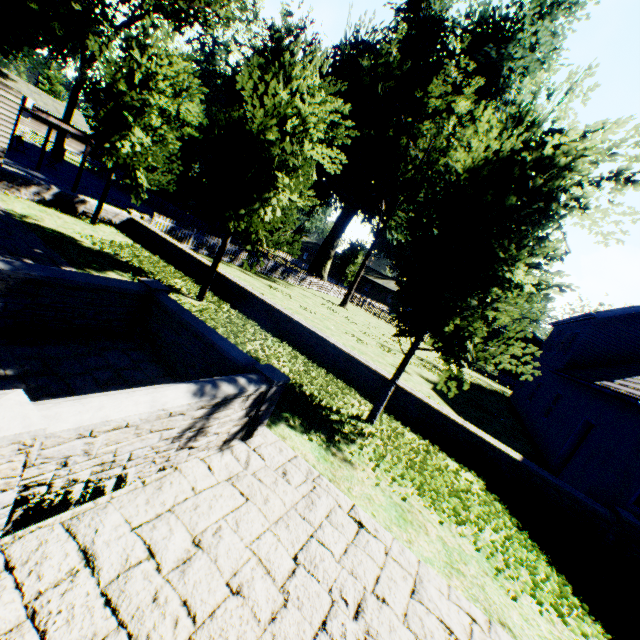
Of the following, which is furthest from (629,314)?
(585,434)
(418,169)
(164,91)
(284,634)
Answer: (164,91)

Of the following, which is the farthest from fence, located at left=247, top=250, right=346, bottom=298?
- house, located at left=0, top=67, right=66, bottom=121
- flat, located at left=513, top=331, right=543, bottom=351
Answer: flat, located at left=513, top=331, right=543, bottom=351

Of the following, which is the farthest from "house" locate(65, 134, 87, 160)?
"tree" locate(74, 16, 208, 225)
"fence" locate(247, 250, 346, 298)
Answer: "tree" locate(74, 16, 208, 225)

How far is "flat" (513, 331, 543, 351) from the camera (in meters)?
35.95

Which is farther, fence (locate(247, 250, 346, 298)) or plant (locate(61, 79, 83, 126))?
plant (locate(61, 79, 83, 126))

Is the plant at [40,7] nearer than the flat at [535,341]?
Yes

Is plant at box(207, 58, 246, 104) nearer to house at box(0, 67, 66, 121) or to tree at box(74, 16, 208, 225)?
tree at box(74, 16, 208, 225)

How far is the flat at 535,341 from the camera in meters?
35.9
